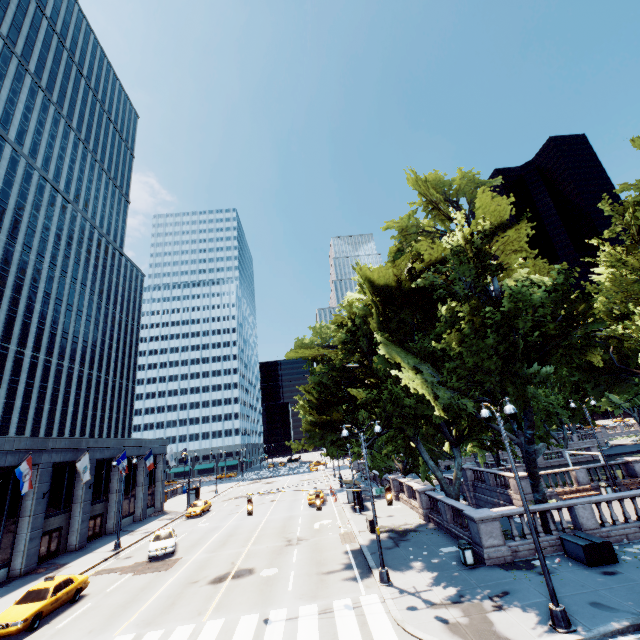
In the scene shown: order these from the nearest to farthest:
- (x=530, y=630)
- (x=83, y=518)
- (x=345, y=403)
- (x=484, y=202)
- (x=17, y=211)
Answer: (x=530, y=630), (x=484, y=202), (x=345, y=403), (x=83, y=518), (x=17, y=211)

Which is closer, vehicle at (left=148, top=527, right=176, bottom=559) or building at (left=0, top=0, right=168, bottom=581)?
vehicle at (left=148, top=527, right=176, bottom=559)

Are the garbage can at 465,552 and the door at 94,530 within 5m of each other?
no

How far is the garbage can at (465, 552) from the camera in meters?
16.0 m

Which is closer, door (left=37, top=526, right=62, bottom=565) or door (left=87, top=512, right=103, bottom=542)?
door (left=37, top=526, right=62, bottom=565)

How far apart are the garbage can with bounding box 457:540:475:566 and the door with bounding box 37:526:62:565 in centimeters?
3271cm

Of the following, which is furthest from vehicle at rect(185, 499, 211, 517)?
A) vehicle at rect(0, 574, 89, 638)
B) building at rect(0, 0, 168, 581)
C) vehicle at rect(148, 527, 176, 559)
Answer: vehicle at rect(0, 574, 89, 638)

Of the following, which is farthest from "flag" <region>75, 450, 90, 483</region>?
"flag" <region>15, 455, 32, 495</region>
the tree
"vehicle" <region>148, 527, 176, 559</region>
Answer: the tree
